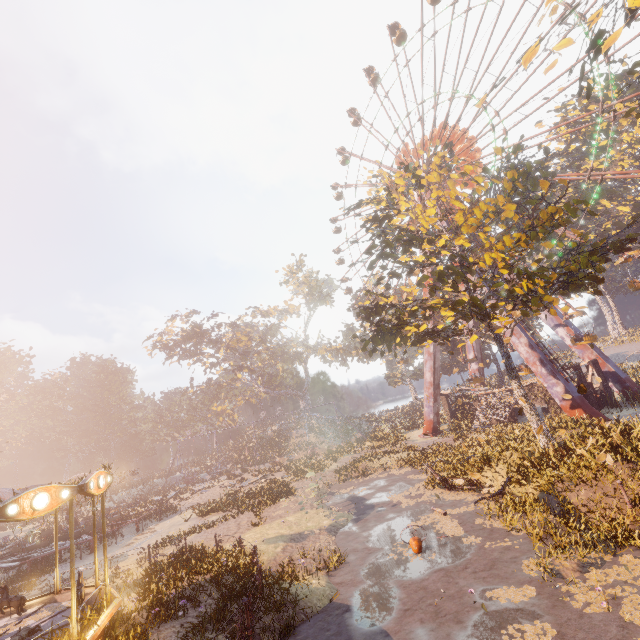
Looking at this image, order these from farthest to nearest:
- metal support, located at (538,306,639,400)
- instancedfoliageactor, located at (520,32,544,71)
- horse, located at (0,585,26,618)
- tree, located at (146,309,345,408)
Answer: tree, located at (146,309,345,408), metal support, located at (538,306,639,400), instancedfoliageactor, located at (520,32,544,71), horse, located at (0,585,26,618)

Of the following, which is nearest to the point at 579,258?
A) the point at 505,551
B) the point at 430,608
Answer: the point at 505,551

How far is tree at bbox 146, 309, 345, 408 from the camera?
50.0 meters

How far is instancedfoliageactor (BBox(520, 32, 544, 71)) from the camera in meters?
12.1

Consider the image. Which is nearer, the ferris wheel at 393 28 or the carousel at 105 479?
the carousel at 105 479

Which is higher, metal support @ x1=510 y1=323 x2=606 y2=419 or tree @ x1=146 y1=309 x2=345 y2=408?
tree @ x1=146 y1=309 x2=345 y2=408

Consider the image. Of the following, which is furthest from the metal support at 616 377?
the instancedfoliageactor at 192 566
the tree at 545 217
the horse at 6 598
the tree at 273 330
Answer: the horse at 6 598

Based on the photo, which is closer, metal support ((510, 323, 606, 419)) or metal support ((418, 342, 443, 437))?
metal support ((510, 323, 606, 419))
